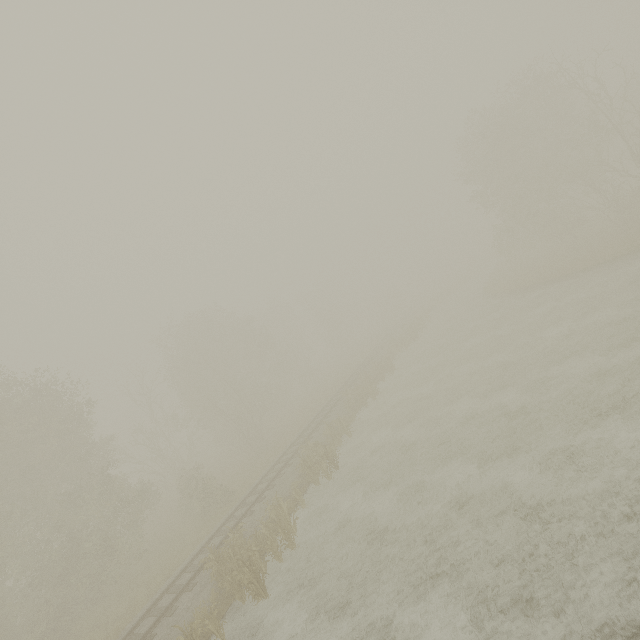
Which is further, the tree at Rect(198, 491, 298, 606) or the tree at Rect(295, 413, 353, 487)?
the tree at Rect(295, 413, 353, 487)

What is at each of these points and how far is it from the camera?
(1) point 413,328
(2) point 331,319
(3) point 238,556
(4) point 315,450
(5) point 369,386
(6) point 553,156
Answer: (1) tree, 37.09m
(2) tree, 53.03m
(3) tree, 12.46m
(4) tree, 18.22m
(5) tree, 25.08m
(6) tree, 31.97m

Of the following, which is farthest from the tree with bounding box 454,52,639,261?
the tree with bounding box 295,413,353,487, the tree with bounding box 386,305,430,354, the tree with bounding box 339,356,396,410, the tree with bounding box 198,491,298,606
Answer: the tree with bounding box 198,491,298,606

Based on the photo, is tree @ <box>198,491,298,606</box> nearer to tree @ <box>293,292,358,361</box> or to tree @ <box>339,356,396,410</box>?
tree @ <box>339,356,396,410</box>

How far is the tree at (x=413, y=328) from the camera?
35.2m

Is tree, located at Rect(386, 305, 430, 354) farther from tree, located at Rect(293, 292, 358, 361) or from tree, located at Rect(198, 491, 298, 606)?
tree, located at Rect(198, 491, 298, 606)

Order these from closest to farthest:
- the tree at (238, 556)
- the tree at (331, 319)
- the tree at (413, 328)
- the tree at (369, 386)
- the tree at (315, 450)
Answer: the tree at (238, 556), the tree at (315, 450), the tree at (369, 386), the tree at (413, 328), the tree at (331, 319)
